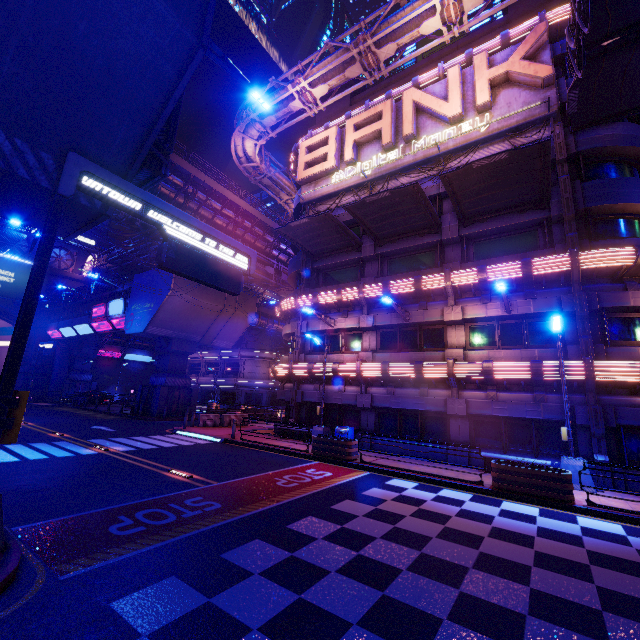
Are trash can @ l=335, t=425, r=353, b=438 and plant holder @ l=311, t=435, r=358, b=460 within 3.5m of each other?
yes

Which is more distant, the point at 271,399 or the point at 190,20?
the point at 271,399

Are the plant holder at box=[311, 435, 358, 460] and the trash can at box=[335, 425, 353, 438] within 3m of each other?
yes

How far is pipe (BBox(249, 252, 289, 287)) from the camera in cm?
3250

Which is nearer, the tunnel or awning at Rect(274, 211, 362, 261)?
awning at Rect(274, 211, 362, 261)

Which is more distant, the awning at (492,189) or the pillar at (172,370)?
the pillar at (172,370)

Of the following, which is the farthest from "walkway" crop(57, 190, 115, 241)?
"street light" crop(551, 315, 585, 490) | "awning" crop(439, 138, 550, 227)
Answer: "street light" crop(551, 315, 585, 490)

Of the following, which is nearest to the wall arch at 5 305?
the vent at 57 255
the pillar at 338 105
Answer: the vent at 57 255
